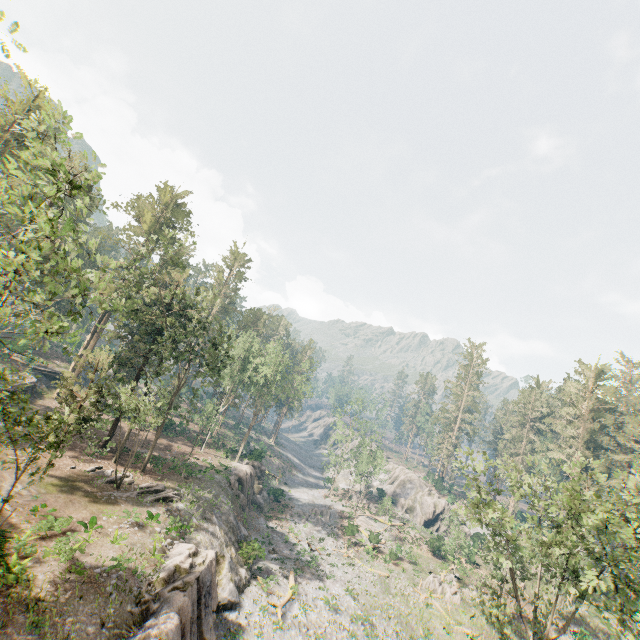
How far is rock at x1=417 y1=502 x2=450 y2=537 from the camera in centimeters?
5816cm

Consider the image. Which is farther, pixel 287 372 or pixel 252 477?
pixel 287 372

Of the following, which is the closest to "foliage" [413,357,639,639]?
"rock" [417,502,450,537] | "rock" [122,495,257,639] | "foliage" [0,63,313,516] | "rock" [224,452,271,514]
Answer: "rock" [122,495,257,639]

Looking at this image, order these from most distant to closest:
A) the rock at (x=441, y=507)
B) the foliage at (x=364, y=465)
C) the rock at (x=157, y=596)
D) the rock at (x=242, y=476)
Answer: the rock at (x=441, y=507) → the foliage at (x=364, y=465) → the rock at (x=242, y=476) → the rock at (x=157, y=596)

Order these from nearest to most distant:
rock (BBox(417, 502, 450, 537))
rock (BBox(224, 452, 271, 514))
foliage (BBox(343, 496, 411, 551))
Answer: rock (BBox(224, 452, 271, 514)) < foliage (BBox(343, 496, 411, 551)) < rock (BBox(417, 502, 450, 537))

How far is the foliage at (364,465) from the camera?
55.53m

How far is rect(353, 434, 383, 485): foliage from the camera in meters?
55.5 m

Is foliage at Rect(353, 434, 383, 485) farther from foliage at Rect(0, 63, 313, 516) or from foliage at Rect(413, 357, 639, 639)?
foliage at Rect(413, 357, 639, 639)
